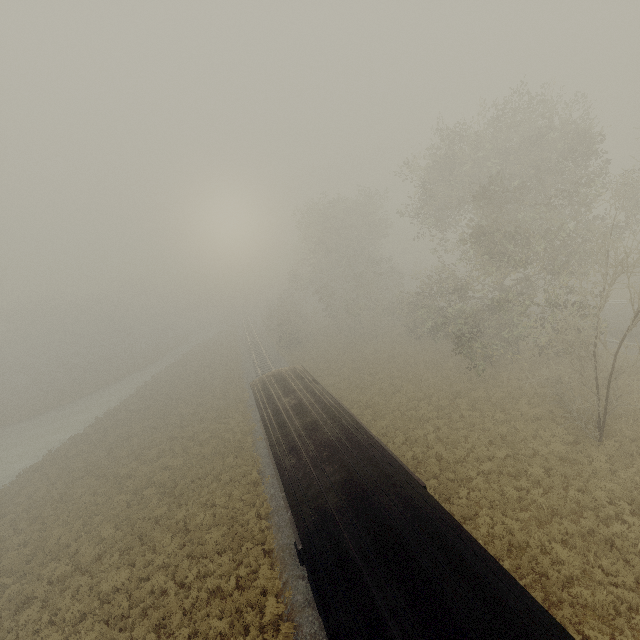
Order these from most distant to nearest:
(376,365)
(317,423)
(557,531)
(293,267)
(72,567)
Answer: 1. (293,267)
2. (376,365)
3. (72,567)
4. (317,423)
5. (557,531)
